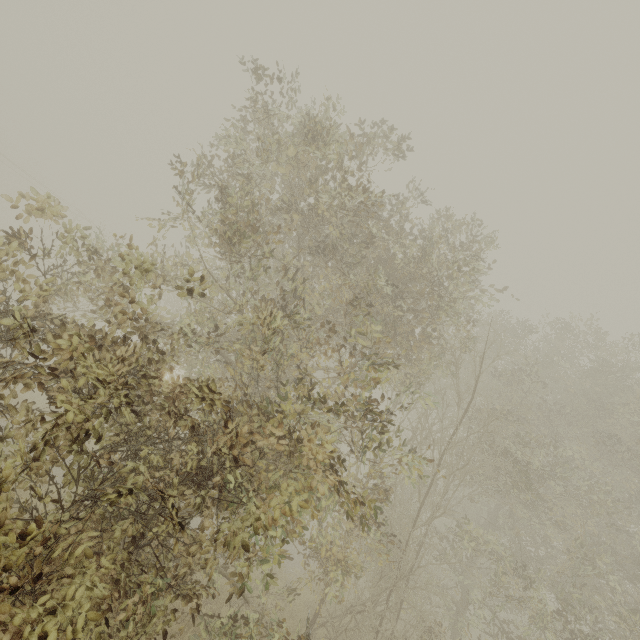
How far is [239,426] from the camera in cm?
468
